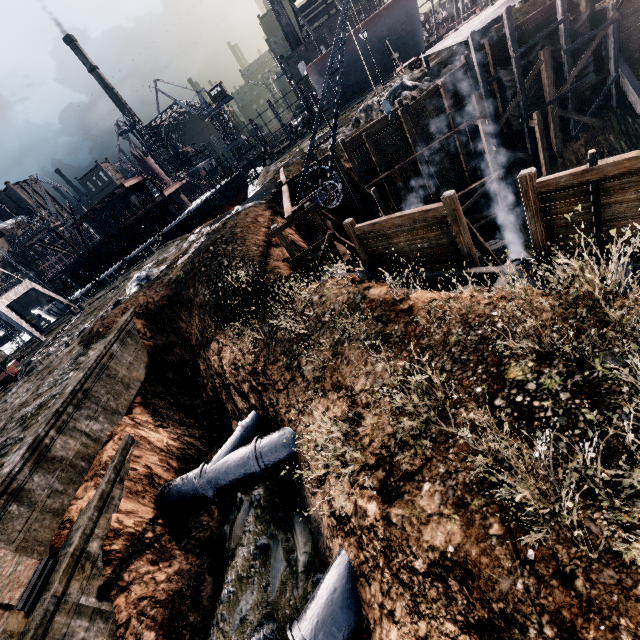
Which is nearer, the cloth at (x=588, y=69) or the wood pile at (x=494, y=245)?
the cloth at (x=588, y=69)

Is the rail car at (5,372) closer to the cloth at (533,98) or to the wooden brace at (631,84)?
the cloth at (533,98)

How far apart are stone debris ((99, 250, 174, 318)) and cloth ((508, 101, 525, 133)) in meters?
27.7 m

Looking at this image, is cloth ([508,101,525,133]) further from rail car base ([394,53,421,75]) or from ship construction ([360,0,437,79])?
ship construction ([360,0,437,79])

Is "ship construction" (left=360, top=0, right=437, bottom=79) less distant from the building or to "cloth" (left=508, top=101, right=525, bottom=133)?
"cloth" (left=508, top=101, right=525, bottom=133)

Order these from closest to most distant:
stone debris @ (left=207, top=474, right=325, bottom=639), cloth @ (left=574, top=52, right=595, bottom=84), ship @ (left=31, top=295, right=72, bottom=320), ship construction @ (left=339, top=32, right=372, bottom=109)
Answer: stone debris @ (left=207, top=474, right=325, bottom=639), cloth @ (left=574, top=52, right=595, bottom=84), ship construction @ (left=339, top=32, right=372, bottom=109), ship @ (left=31, top=295, right=72, bottom=320)

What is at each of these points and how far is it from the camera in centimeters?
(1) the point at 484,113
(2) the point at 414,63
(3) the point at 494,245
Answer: (1) wooden scaffolding, 2256cm
(2) rail car base, 3181cm
(3) wood pile, 2364cm
